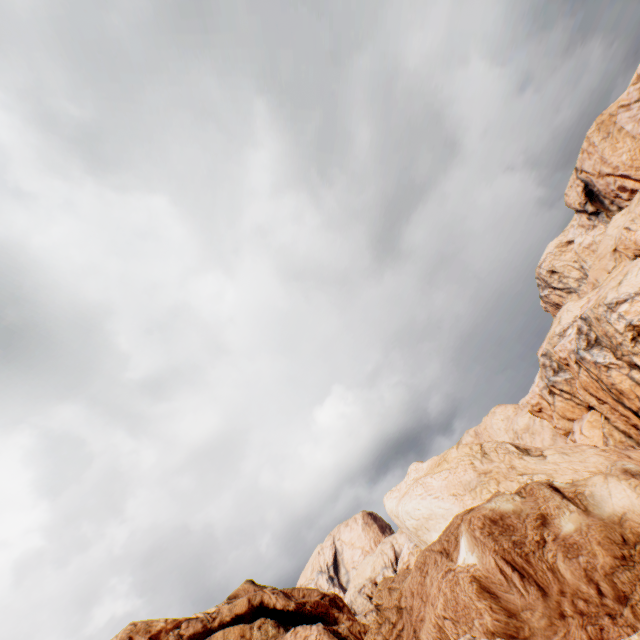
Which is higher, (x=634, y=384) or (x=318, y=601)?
(x=318, y=601)
